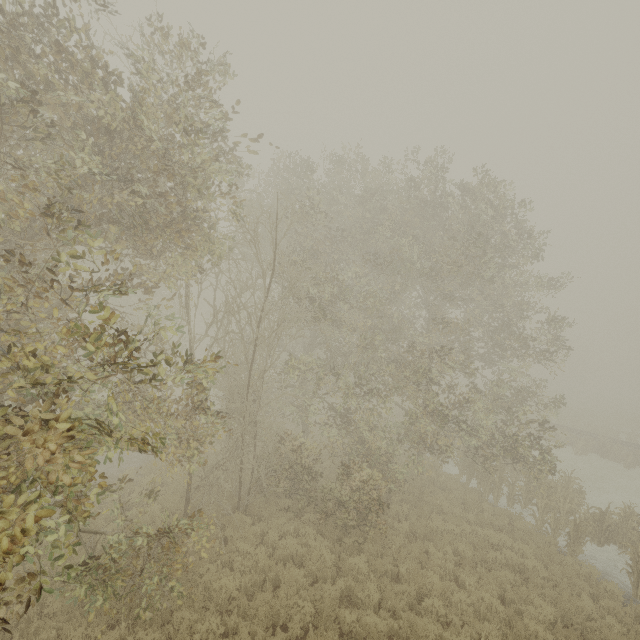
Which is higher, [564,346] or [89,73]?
[89,73]
